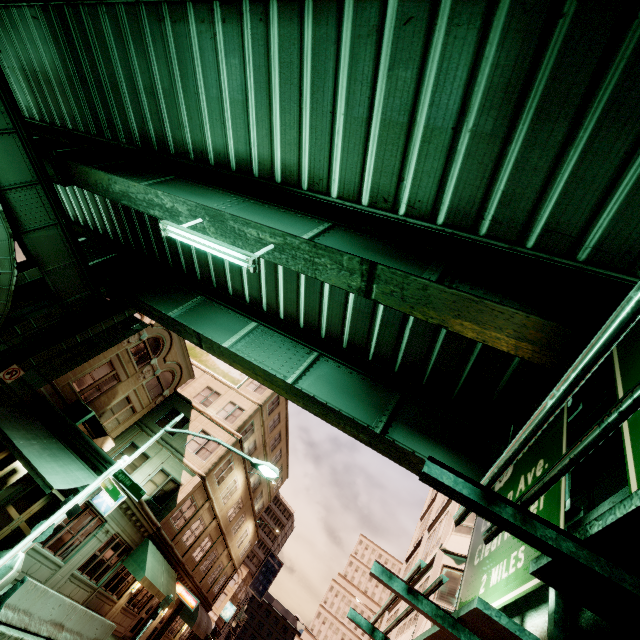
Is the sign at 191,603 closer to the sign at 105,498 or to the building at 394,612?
the building at 394,612

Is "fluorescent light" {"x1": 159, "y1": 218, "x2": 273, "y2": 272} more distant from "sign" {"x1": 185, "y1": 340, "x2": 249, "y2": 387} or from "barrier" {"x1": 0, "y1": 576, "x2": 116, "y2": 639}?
"sign" {"x1": 185, "y1": 340, "x2": 249, "y2": 387}

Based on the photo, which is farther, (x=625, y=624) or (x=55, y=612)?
(x=55, y=612)

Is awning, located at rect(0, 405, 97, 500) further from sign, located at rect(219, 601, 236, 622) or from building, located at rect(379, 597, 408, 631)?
sign, located at rect(219, 601, 236, 622)

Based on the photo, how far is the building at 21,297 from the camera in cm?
2251

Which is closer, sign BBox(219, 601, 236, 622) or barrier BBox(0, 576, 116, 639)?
barrier BBox(0, 576, 116, 639)

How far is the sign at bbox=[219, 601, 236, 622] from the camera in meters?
57.1 m

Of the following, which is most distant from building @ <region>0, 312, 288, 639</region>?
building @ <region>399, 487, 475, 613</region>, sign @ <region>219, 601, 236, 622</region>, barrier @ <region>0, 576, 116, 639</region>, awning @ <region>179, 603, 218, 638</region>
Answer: sign @ <region>219, 601, 236, 622</region>
